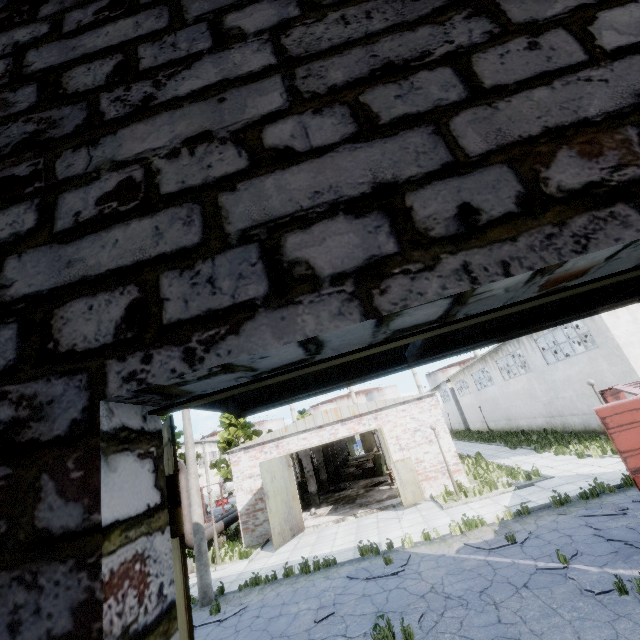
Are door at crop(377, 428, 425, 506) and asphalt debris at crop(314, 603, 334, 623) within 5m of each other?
no

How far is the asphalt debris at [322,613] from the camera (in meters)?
8.06

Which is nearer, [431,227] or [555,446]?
[431,227]

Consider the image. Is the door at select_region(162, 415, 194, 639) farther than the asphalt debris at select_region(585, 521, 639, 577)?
No

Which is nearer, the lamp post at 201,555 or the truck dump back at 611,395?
the lamp post at 201,555

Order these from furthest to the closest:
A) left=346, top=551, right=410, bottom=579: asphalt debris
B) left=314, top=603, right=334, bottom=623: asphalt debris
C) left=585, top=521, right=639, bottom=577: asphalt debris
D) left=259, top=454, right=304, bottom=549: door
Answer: left=259, top=454, right=304, bottom=549: door < left=346, top=551, right=410, bottom=579: asphalt debris < left=314, top=603, right=334, bottom=623: asphalt debris < left=585, top=521, right=639, bottom=577: asphalt debris

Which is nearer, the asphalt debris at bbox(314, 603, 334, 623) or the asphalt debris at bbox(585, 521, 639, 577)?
the asphalt debris at bbox(585, 521, 639, 577)

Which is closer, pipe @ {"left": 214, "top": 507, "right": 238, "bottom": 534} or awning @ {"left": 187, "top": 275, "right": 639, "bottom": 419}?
awning @ {"left": 187, "top": 275, "right": 639, "bottom": 419}
